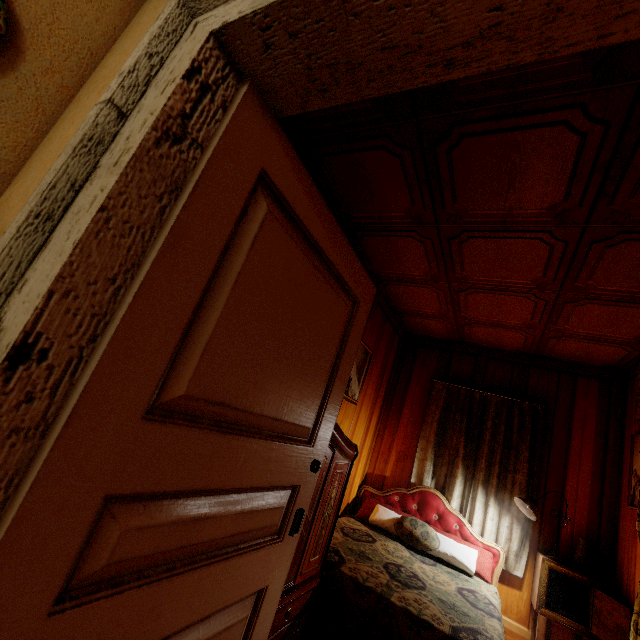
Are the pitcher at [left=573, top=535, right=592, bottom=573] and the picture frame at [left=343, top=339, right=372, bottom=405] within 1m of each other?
no

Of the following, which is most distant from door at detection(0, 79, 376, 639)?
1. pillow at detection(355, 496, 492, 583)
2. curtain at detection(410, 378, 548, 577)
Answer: curtain at detection(410, 378, 548, 577)

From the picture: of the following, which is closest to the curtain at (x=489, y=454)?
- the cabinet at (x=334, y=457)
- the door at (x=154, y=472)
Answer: the cabinet at (x=334, y=457)

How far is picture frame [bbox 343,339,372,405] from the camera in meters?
3.3

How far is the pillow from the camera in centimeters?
302cm

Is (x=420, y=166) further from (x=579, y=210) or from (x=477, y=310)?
(x=477, y=310)

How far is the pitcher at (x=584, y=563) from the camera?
2.9 meters

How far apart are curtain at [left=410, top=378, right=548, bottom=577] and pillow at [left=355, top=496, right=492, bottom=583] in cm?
9
